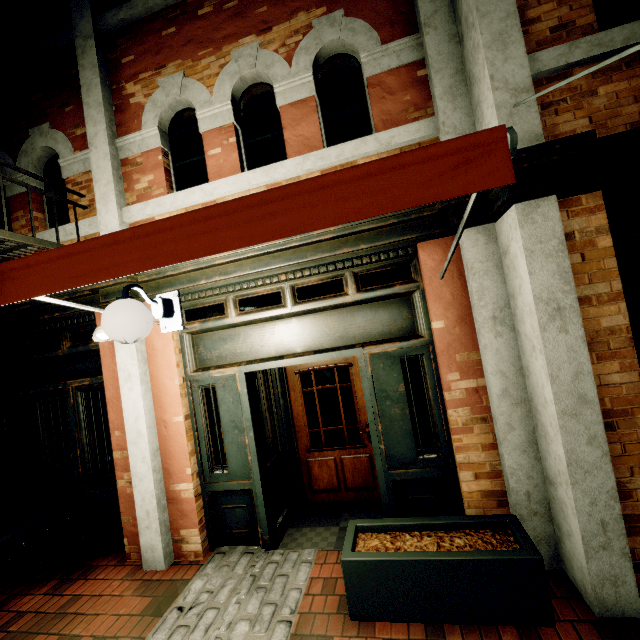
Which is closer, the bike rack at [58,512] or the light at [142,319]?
the light at [142,319]

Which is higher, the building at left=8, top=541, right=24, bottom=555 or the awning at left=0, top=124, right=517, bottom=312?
the awning at left=0, top=124, right=517, bottom=312

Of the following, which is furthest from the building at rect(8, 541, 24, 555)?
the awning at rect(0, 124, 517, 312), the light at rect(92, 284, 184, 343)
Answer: the light at rect(92, 284, 184, 343)

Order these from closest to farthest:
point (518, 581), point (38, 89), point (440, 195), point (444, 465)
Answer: point (440, 195), point (518, 581), point (444, 465), point (38, 89)

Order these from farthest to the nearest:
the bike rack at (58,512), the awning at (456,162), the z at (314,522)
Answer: the z at (314,522) < the bike rack at (58,512) < the awning at (456,162)

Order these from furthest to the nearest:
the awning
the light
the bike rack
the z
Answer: the z, the bike rack, the light, the awning

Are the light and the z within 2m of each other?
no

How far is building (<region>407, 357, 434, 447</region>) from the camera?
3.45m
